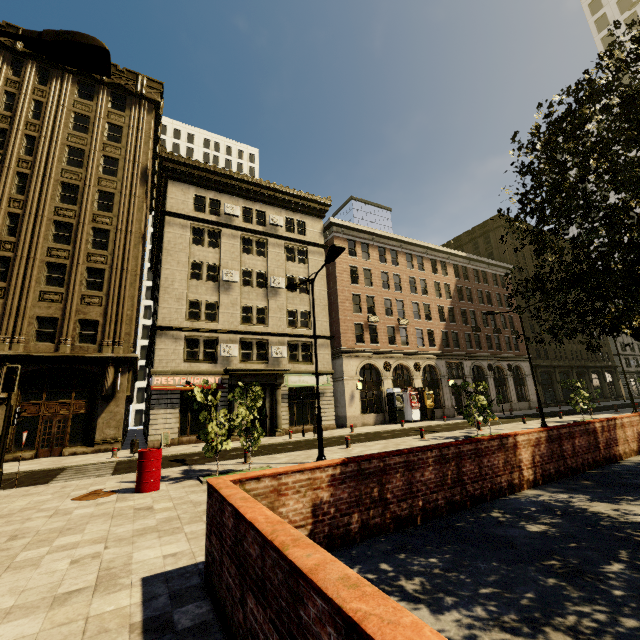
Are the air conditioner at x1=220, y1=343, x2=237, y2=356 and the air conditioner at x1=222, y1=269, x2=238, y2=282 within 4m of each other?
no

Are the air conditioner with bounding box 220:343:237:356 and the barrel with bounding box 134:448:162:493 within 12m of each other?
no

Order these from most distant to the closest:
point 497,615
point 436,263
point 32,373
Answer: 1. point 436,263
2. point 32,373
3. point 497,615

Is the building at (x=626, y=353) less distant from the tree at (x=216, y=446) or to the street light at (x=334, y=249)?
the street light at (x=334, y=249)

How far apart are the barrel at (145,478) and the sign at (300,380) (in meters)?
15.70

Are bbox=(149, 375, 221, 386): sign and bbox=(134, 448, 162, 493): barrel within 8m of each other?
no

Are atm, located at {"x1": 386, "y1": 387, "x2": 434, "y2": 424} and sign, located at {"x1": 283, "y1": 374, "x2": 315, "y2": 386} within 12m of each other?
yes

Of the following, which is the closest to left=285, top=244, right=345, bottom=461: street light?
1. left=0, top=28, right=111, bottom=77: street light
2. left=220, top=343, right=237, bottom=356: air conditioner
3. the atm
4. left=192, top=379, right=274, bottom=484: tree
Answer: left=192, top=379, right=274, bottom=484: tree
